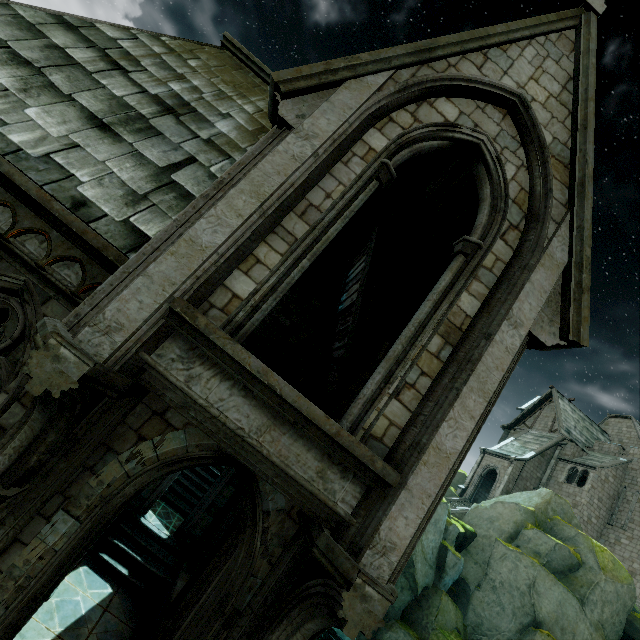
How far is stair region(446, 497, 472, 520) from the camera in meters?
28.9 m

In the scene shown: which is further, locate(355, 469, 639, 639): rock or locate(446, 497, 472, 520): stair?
locate(446, 497, 472, 520): stair

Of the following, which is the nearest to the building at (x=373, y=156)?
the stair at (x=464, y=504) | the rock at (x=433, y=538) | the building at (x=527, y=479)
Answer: the rock at (x=433, y=538)

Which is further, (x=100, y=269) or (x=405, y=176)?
(x=405, y=176)

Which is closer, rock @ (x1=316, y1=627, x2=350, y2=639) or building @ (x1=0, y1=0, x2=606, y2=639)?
building @ (x1=0, y1=0, x2=606, y2=639)

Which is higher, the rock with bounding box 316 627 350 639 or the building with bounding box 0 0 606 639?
the building with bounding box 0 0 606 639

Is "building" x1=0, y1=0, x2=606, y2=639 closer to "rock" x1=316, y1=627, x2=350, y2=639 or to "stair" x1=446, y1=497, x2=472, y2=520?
"rock" x1=316, y1=627, x2=350, y2=639

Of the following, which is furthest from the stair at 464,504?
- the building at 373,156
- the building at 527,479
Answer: the building at 373,156
